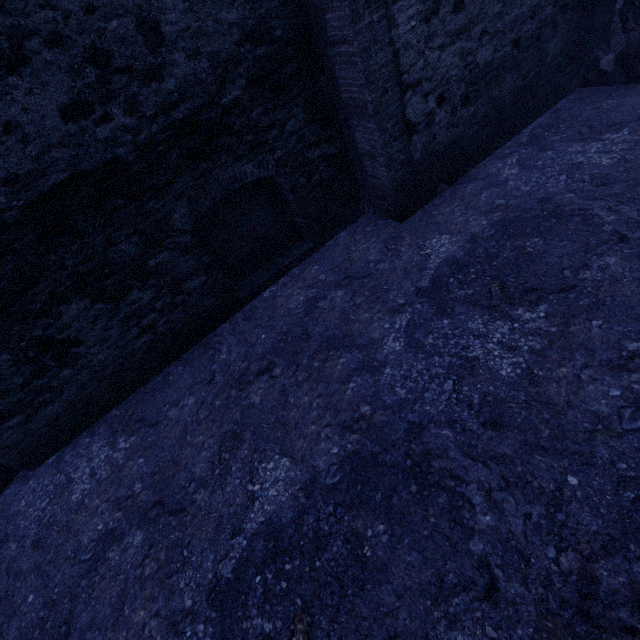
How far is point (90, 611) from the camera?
2.70m
